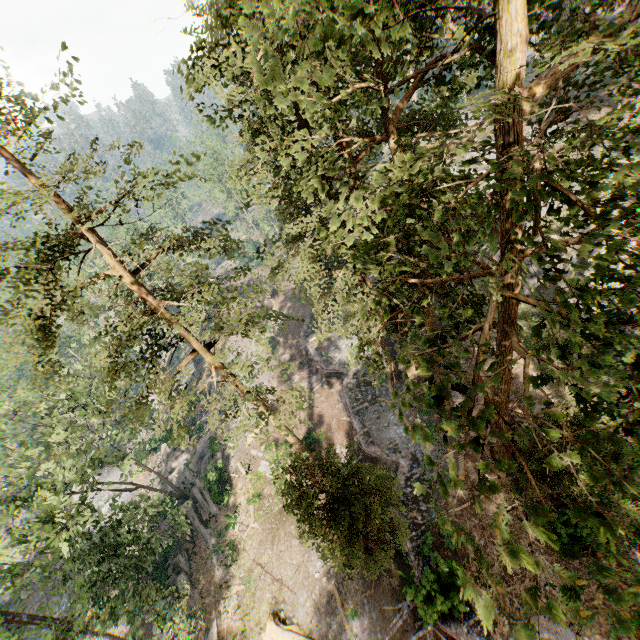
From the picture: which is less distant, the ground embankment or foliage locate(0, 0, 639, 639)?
foliage locate(0, 0, 639, 639)

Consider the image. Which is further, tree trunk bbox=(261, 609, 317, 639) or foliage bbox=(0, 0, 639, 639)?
tree trunk bbox=(261, 609, 317, 639)

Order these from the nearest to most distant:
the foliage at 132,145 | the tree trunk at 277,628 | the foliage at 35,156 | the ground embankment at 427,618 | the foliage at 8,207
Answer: the foliage at 8,207, the foliage at 35,156, the foliage at 132,145, the ground embankment at 427,618, the tree trunk at 277,628

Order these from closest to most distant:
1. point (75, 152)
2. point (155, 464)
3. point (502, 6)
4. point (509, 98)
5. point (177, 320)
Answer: point (502, 6), point (509, 98), point (75, 152), point (177, 320), point (155, 464)

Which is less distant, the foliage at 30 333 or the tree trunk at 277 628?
the foliage at 30 333

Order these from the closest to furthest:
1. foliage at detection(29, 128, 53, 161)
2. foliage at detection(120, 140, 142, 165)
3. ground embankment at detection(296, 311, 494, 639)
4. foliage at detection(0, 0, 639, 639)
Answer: foliage at detection(0, 0, 639, 639) < foliage at detection(29, 128, 53, 161) < foliage at detection(120, 140, 142, 165) < ground embankment at detection(296, 311, 494, 639)

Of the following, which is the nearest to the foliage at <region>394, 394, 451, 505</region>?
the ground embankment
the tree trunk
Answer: the ground embankment
